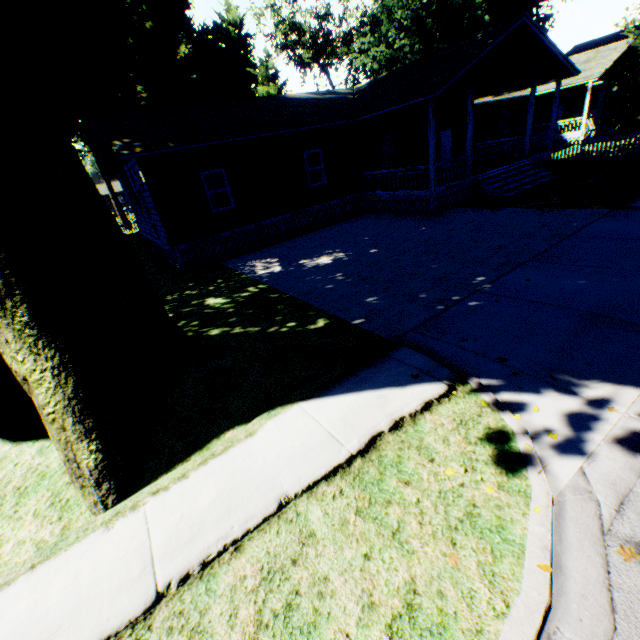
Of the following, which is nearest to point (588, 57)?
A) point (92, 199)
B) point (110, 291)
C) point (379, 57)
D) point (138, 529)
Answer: point (379, 57)

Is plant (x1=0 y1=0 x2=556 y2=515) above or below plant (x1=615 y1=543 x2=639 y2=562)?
above

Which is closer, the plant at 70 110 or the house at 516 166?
the plant at 70 110

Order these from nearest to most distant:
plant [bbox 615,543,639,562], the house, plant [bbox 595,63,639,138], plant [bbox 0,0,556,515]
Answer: plant [bbox 615,543,639,562] → plant [bbox 0,0,556,515] → the house → plant [bbox 595,63,639,138]

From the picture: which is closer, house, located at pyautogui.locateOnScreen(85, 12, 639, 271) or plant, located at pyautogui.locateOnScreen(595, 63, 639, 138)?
house, located at pyautogui.locateOnScreen(85, 12, 639, 271)
